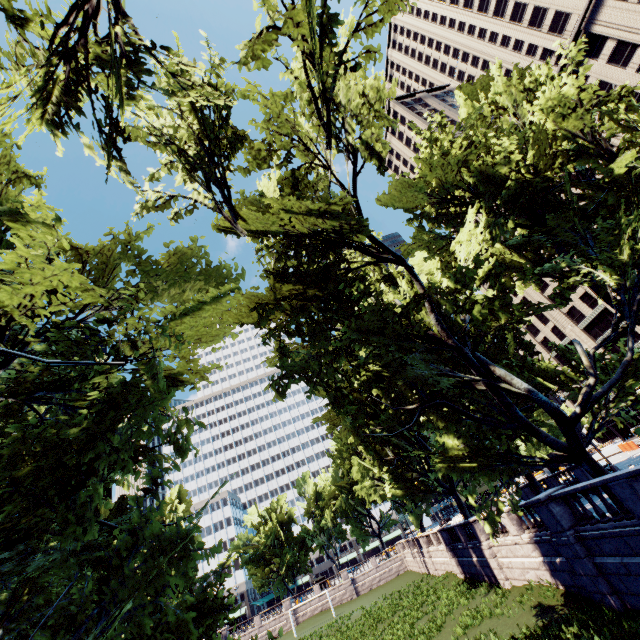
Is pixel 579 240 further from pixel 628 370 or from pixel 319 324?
pixel 319 324

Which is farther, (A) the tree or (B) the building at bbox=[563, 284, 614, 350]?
(B) the building at bbox=[563, 284, 614, 350]

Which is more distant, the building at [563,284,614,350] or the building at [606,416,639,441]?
the building at [606,416,639,441]

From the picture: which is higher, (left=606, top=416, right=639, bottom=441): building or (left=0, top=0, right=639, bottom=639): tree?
(left=0, top=0, right=639, bottom=639): tree

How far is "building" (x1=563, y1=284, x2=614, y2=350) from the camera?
53.4m

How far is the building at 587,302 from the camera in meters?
53.4

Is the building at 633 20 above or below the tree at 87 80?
above
